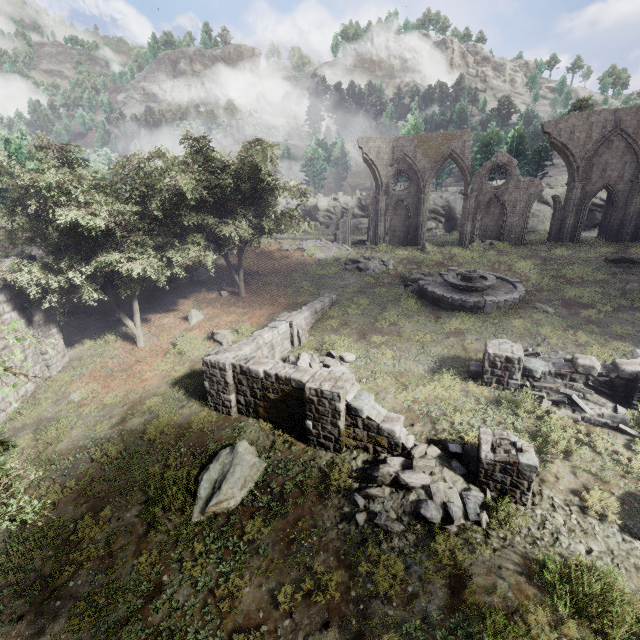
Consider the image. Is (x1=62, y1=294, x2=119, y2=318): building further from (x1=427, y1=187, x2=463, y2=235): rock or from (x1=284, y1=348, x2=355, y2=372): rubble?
(x1=427, y1=187, x2=463, y2=235): rock

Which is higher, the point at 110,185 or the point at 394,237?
the point at 110,185

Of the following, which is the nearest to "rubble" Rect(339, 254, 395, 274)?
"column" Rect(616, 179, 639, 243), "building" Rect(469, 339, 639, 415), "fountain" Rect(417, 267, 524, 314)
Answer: "fountain" Rect(417, 267, 524, 314)

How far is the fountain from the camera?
18.02m

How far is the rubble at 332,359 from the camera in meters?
14.4

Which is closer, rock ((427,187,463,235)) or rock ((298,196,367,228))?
rock ((427,187,463,235))

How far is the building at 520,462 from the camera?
8.4m

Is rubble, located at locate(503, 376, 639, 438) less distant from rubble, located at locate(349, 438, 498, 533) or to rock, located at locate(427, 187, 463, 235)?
rubble, located at locate(349, 438, 498, 533)
